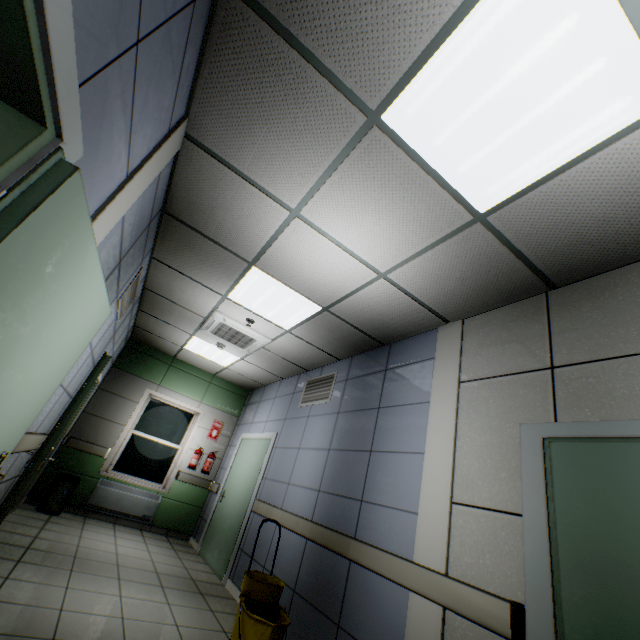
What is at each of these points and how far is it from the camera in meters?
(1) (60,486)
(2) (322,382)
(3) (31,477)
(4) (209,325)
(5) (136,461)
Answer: (1) garbage can, 5.4 m
(2) ventilation grill, 5.1 m
(3) door, 2.9 m
(4) air conditioning vent, 5.1 m
(5) window, 6.6 m

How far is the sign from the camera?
7.4 meters

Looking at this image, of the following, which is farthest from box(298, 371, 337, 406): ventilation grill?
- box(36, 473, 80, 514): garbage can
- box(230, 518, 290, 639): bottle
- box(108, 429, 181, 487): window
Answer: box(36, 473, 80, 514): garbage can

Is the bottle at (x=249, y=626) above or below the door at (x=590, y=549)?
below

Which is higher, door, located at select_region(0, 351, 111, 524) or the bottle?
door, located at select_region(0, 351, 111, 524)

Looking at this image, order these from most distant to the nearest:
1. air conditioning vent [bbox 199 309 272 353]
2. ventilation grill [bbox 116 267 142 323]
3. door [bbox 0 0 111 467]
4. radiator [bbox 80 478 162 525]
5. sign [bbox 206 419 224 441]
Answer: sign [bbox 206 419 224 441] < radiator [bbox 80 478 162 525] < air conditioning vent [bbox 199 309 272 353] < ventilation grill [bbox 116 267 142 323] < door [bbox 0 0 111 467]

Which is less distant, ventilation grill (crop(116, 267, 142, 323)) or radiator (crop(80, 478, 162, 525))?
ventilation grill (crop(116, 267, 142, 323))

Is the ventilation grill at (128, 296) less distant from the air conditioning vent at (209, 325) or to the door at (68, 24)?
the air conditioning vent at (209, 325)
